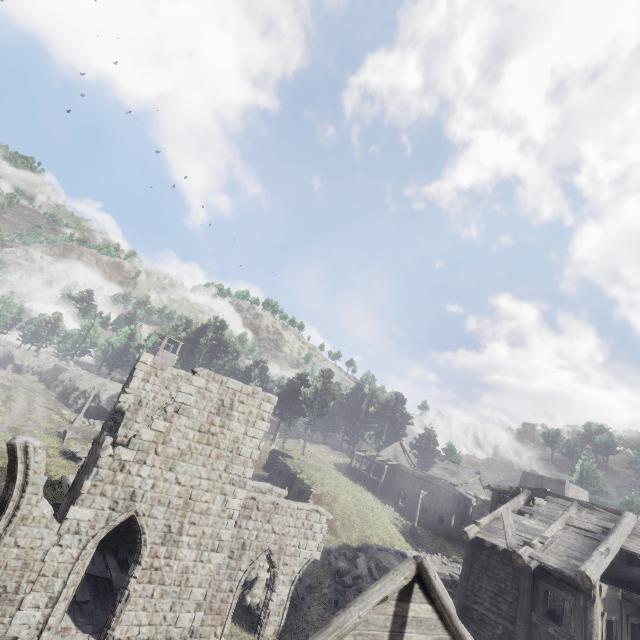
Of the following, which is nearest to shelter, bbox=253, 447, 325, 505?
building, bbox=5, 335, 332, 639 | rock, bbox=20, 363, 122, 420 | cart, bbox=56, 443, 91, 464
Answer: building, bbox=5, 335, 332, 639

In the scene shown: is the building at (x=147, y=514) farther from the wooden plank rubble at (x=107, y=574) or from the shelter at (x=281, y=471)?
the shelter at (x=281, y=471)

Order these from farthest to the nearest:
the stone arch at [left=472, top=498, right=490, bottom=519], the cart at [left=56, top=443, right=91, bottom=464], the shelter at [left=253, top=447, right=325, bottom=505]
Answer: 1. the stone arch at [left=472, top=498, right=490, bottom=519]
2. the shelter at [left=253, top=447, right=325, bottom=505]
3. the cart at [left=56, top=443, right=91, bottom=464]

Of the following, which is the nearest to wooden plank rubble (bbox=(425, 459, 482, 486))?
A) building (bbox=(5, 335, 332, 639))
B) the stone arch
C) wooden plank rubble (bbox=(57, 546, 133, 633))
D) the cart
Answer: the stone arch

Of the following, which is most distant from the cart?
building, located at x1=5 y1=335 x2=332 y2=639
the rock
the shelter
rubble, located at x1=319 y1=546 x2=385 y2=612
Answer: rubble, located at x1=319 y1=546 x2=385 y2=612

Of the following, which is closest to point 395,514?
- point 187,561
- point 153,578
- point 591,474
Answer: point 591,474

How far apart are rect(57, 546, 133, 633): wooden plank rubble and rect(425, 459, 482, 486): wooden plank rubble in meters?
38.2 m

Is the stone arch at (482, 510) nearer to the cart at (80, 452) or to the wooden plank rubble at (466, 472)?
the wooden plank rubble at (466, 472)
